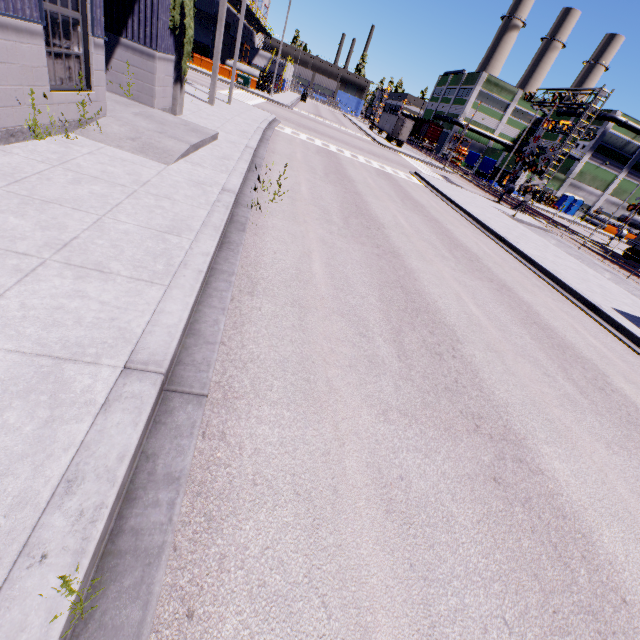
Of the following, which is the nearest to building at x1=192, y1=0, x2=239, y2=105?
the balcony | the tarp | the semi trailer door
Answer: the balcony

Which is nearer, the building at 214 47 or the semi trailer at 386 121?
the building at 214 47

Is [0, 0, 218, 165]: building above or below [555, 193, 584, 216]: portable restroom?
below

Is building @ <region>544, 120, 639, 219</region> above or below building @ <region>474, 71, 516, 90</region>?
below

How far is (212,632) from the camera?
1.89m

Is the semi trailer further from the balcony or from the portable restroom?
the portable restroom

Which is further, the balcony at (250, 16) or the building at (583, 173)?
the building at (583, 173)

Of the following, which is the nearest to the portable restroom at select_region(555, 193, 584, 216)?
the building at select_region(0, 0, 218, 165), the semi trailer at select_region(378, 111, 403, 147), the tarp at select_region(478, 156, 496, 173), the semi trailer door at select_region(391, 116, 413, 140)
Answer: the building at select_region(0, 0, 218, 165)
